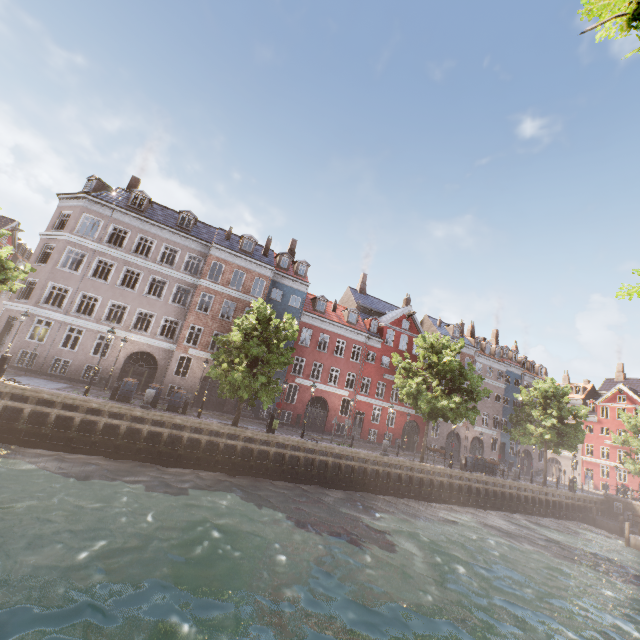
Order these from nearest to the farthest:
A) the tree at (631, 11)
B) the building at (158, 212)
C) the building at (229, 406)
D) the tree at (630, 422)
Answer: the tree at (631, 11) < the building at (158, 212) < the building at (229, 406) < the tree at (630, 422)

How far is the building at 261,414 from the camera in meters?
28.2

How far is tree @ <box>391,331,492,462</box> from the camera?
23.6 meters

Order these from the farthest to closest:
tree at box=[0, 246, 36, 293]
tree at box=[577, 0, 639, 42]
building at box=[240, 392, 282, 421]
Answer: building at box=[240, 392, 282, 421], tree at box=[0, 246, 36, 293], tree at box=[577, 0, 639, 42]

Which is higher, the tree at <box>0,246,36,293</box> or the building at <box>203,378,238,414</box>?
the tree at <box>0,246,36,293</box>

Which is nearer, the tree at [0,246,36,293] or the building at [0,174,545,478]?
the tree at [0,246,36,293]

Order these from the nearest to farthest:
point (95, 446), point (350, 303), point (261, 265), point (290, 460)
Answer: point (95, 446)
point (290, 460)
point (261, 265)
point (350, 303)
